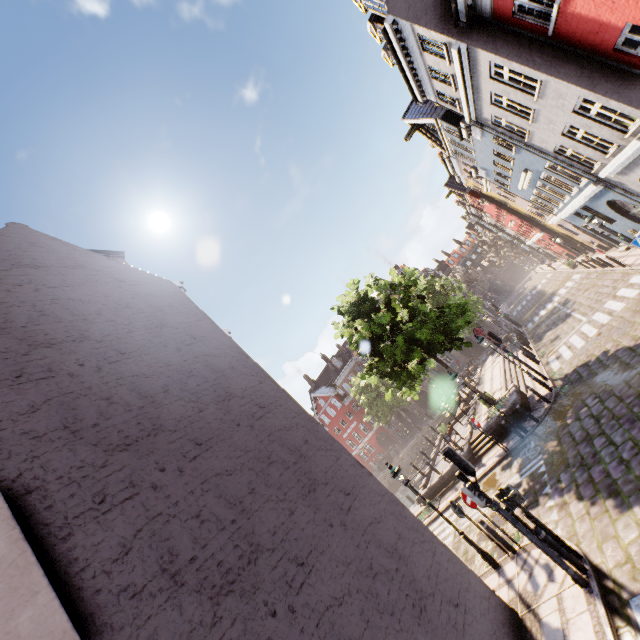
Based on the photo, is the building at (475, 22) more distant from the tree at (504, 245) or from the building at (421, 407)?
the building at (421, 407)

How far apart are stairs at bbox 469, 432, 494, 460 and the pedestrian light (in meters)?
10.06

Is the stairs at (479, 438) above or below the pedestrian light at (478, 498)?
below

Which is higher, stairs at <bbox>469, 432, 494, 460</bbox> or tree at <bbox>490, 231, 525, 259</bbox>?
tree at <bbox>490, 231, 525, 259</bbox>

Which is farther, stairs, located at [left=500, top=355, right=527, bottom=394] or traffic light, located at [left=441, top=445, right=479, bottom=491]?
stairs, located at [left=500, top=355, right=527, bottom=394]

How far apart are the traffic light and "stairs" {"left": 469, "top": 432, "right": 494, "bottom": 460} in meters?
10.2 m

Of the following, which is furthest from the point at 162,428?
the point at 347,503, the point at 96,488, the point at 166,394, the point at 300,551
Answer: the point at 347,503

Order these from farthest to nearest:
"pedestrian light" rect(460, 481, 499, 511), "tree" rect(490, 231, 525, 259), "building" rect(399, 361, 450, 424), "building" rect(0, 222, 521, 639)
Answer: "tree" rect(490, 231, 525, 259) < "building" rect(399, 361, 450, 424) < "pedestrian light" rect(460, 481, 499, 511) < "building" rect(0, 222, 521, 639)
